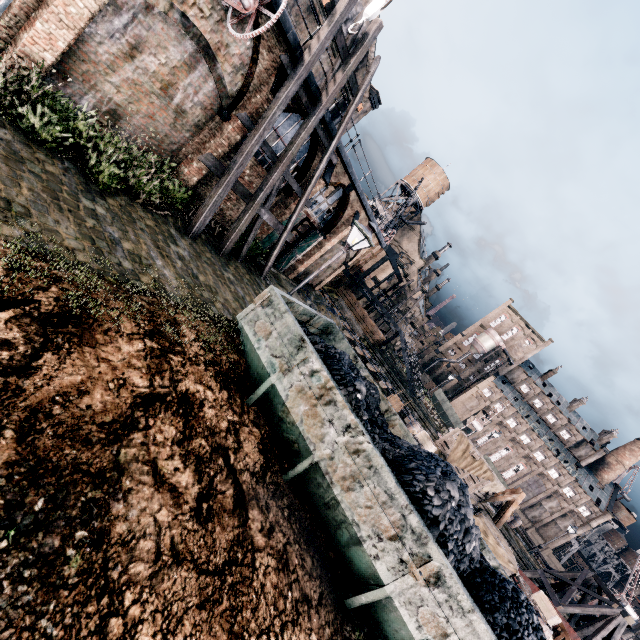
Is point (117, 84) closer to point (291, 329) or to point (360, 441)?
point (291, 329)

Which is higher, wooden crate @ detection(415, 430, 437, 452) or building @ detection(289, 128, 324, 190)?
building @ detection(289, 128, 324, 190)

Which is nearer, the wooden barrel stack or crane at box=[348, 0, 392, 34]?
crane at box=[348, 0, 392, 34]

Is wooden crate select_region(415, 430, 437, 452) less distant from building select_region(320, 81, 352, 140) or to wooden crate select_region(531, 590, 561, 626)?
wooden crate select_region(531, 590, 561, 626)

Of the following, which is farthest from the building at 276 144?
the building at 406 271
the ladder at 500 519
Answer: the ladder at 500 519

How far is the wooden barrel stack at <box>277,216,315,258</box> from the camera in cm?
2514

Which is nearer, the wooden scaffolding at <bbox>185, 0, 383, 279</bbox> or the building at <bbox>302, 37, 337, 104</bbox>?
the wooden scaffolding at <bbox>185, 0, 383, 279</bbox>

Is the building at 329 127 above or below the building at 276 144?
above
